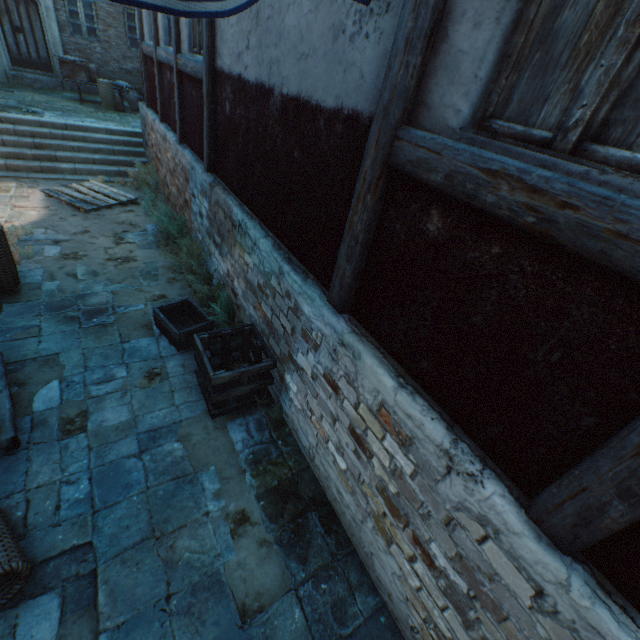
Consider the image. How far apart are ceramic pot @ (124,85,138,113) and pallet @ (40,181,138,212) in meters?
5.9 m

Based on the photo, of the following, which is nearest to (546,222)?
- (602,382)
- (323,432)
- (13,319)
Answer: (602,382)

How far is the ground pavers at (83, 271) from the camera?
5.65m

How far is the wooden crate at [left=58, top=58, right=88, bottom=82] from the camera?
11.38m

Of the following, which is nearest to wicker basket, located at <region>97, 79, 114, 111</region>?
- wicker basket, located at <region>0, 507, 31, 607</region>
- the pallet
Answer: the pallet

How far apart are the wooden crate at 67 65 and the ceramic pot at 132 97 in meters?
1.2

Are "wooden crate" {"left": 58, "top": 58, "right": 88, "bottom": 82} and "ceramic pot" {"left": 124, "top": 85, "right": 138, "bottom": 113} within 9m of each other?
yes

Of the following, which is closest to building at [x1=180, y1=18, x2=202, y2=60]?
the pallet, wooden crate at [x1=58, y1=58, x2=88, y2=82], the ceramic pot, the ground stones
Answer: the ground stones
